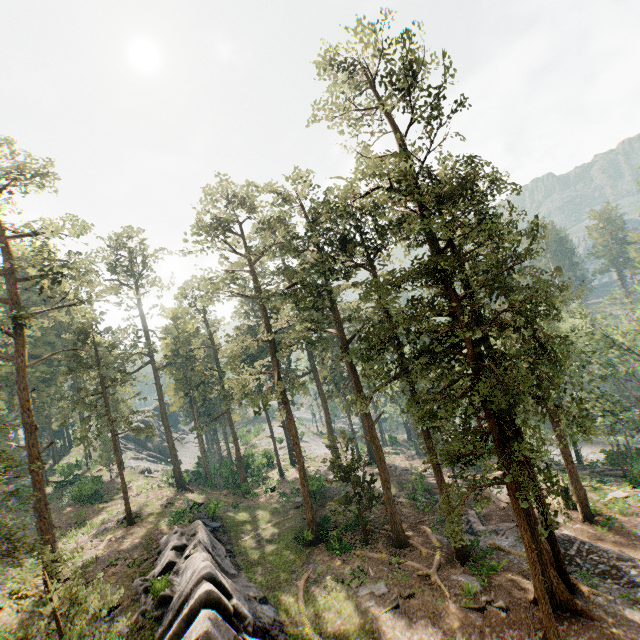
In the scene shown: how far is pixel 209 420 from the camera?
55.5 meters

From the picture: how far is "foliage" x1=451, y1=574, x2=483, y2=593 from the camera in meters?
18.7 m

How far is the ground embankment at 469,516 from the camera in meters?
24.0 m

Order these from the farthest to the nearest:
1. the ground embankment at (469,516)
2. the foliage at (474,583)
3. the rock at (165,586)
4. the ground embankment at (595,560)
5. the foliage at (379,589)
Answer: the ground embankment at (469,516) < the foliage at (379,589) < the foliage at (474,583) < the ground embankment at (595,560) < the rock at (165,586)

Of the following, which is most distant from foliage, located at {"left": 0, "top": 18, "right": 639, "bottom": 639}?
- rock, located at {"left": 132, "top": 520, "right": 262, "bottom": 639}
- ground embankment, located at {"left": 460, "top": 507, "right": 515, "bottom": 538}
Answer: rock, located at {"left": 132, "top": 520, "right": 262, "bottom": 639}
